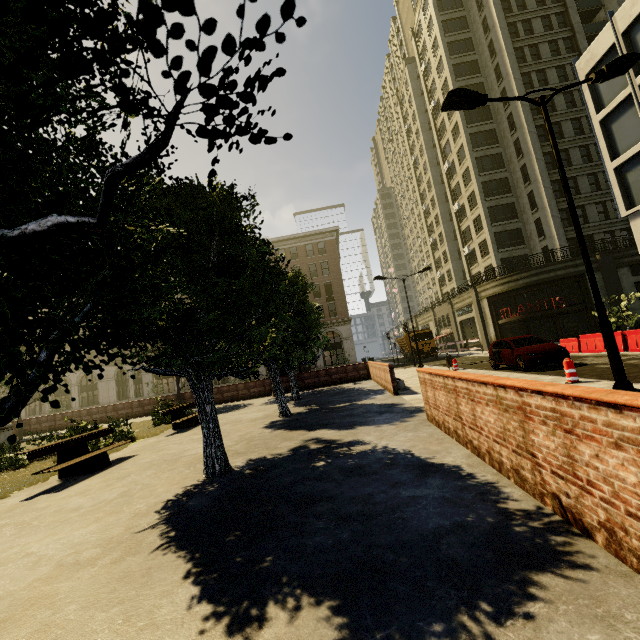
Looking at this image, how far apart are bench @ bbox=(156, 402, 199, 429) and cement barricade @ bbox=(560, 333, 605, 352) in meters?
19.0

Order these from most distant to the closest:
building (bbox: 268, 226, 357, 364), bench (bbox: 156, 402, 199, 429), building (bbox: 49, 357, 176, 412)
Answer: building (bbox: 49, 357, 176, 412), building (bbox: 268, 226, 357, 364), bench (bbox: 156, 402, 199, 429)

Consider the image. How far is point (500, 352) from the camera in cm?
1534

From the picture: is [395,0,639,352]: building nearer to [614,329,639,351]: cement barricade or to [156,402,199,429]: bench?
[614,329,639,351]: cement barricade

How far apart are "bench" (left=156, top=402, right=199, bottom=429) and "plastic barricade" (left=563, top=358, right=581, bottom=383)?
13.3 meters

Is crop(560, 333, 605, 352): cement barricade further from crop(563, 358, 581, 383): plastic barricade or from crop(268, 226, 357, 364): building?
crop(563, 358, 581, 383): plastic barricade

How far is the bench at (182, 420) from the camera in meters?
12.9

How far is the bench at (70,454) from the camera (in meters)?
7.39
